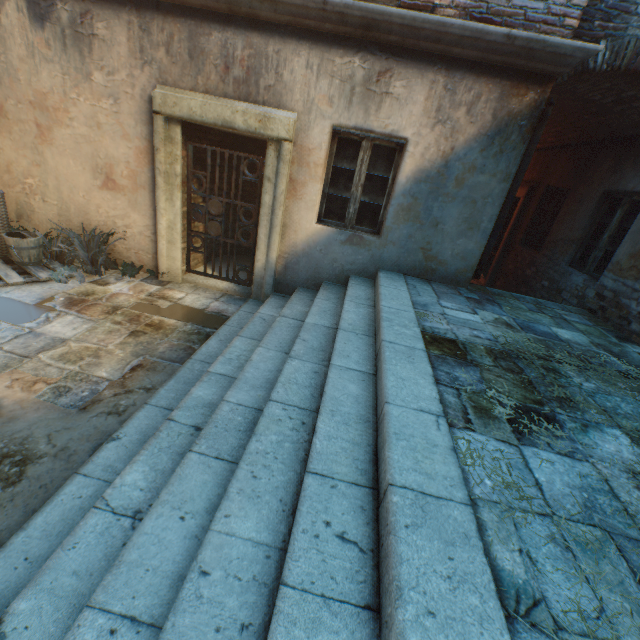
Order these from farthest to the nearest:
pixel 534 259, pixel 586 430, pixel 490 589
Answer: pixel 534 259 < pixel 586 430 < pixel 490 589

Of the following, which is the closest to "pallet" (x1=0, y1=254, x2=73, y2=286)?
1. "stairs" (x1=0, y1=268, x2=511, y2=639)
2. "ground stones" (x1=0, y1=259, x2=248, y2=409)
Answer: "ground stones" (x1=0, y1=259, x2=248, y2=409)

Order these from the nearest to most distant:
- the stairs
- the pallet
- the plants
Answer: the stairs → the pallet → the plants

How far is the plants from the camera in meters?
5.0

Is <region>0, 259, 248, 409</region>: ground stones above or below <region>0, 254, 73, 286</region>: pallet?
below

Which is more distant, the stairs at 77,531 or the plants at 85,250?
the plants at 85,250

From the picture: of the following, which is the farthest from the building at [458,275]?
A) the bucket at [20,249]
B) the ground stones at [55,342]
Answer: the bucket at [20,249]

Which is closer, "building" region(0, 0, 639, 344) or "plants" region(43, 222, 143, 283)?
"building" region(0, 0, 639, 344)
